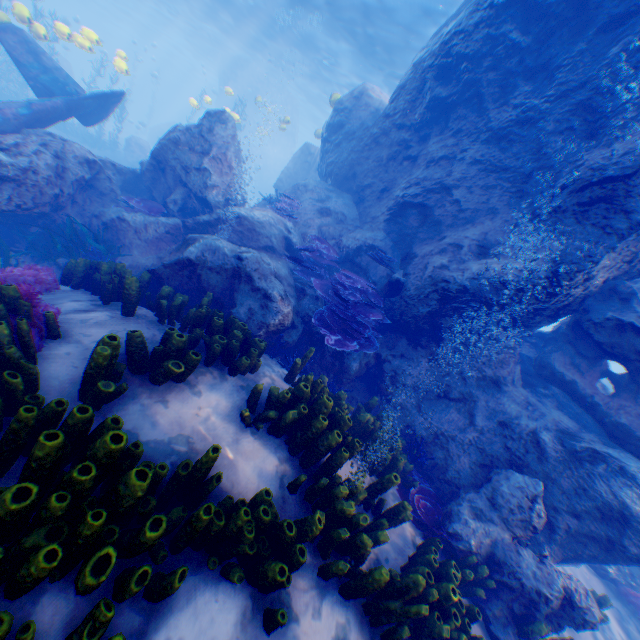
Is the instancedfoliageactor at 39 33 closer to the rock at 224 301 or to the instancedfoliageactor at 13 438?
the rock at 224 301

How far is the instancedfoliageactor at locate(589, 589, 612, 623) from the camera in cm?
529

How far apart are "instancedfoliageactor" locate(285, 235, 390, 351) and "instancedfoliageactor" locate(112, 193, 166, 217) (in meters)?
4.88

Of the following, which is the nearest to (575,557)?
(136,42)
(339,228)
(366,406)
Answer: (366,406)

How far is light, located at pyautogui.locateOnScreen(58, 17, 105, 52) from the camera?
11.2m

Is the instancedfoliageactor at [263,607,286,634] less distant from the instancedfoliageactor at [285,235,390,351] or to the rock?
the rock

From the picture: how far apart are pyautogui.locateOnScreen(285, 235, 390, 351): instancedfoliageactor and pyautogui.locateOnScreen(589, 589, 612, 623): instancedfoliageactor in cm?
564

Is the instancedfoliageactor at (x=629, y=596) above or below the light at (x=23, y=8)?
below
